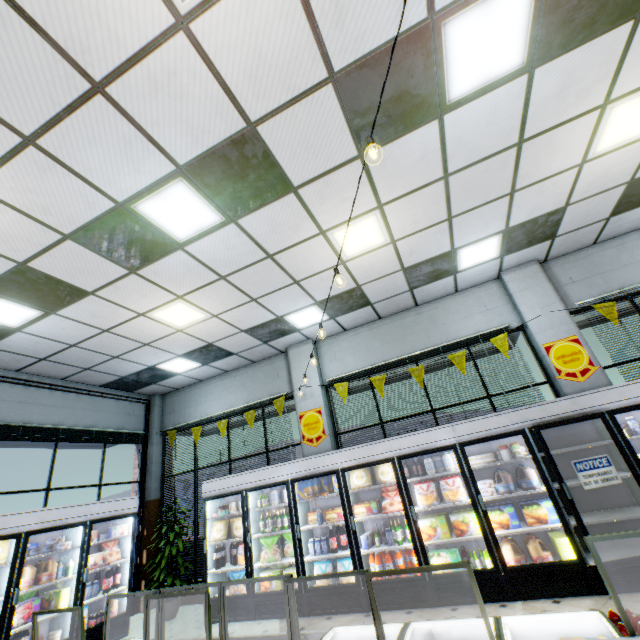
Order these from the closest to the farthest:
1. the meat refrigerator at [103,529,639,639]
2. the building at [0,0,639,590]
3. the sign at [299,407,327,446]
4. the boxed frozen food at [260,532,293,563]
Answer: the meat refrigerator at [103,529,639,639] < the building at [0,0,639,590] < the boxed frozen food at [260,532,293,563] < the sign at [299,407,327,446]

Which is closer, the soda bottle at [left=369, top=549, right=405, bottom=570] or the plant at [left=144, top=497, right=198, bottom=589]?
the soda bottle at [left=369, top=549, right=405, bottom=570]

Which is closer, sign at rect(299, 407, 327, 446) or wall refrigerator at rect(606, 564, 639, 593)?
wall refrigerator at rect(606, 564, 639, 593)

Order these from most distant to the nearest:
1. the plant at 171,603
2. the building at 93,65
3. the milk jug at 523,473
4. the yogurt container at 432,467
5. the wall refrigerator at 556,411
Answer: the plant at 171,603 → the yogurt container at 432,467 → the milk jug at 523,473 → the wall refrigerator at 556,411 → the building at 93,65

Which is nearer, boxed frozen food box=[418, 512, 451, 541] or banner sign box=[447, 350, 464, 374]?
boxed frozen food box=[418, 512, 451, 541]

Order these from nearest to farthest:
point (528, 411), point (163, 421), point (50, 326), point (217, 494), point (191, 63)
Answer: point (191, 63)
point (528, 411)
point (50, 326)
point (217, 494)
point (163, 421)

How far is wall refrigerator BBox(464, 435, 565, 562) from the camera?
4.5 meters

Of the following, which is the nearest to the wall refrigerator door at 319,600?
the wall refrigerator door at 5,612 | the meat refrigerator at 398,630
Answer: the wall refrigerator door at 5,612
